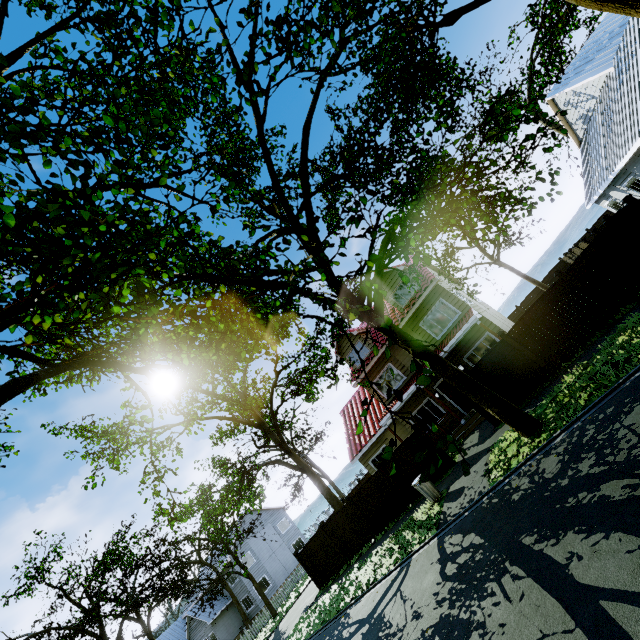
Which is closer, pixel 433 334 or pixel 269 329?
pixel 269 329

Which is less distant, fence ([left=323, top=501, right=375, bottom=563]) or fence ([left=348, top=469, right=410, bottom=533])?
fence ([left=348, top=469, right=410, bottom=533])

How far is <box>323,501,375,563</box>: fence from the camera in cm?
1612

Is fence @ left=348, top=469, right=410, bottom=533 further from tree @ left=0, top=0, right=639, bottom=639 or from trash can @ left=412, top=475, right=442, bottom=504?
trash can @ left=412, top=475, right=442, bottom=504

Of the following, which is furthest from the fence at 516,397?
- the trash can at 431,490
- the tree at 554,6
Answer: the trash can at 431,490

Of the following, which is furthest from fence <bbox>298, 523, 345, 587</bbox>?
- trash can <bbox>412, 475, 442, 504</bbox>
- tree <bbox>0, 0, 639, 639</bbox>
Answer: trash can <bbox>412, 475, 442, 504</bbox>

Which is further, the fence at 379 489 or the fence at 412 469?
the fence at 379 489
